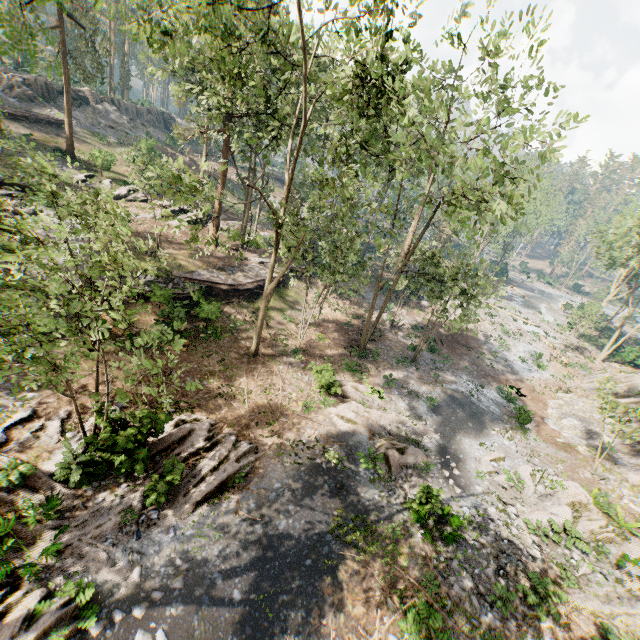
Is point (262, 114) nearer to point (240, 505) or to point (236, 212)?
point (240, 505)

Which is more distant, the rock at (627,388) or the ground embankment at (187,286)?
the rock at (627,388)

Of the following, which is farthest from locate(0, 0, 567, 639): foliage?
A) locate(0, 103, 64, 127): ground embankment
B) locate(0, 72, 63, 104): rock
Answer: locate(0, 103, 64, 127): ground embankment

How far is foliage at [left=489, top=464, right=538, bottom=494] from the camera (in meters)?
16.72

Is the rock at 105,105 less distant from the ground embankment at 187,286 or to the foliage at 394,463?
the foliage at 394,463

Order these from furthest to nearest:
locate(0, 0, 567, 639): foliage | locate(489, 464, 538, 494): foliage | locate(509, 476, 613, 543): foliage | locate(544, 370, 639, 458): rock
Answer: locate(544, 370, 639, 458): rock, locate(489, 464, 538, 494): foliage, locate(509, 476, 613, 543): foliage, locate(0, 0, 567, 639): foliage

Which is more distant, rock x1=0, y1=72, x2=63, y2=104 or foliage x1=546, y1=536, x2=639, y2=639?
rock x1=0, y1=72, x2=63, y2=104
